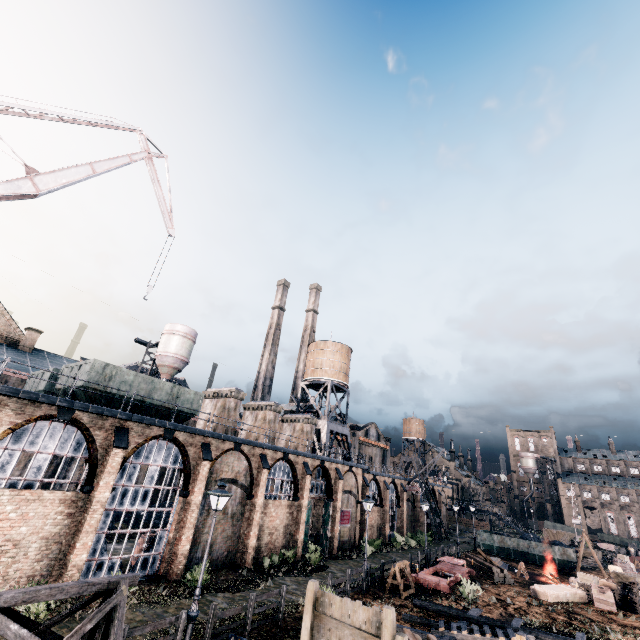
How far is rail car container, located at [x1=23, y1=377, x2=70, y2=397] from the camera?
20.1 meters

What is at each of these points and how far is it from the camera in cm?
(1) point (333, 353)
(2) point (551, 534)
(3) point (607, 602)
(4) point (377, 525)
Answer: (1) water tower, 4744
(2) wooden chest, 5103
(3) wooden crate, 2191
(4) building, 4225

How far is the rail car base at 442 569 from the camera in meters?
22.8 m

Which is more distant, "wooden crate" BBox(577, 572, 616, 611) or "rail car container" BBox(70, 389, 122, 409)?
"wooden crate" BBox(577, 572, 616, 611)

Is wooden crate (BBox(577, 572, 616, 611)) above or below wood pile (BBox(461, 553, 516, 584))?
above

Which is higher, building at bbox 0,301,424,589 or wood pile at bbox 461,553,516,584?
building at bbox 0,301,424,589

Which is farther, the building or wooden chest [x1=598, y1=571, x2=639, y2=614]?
wooden chest [x1=598, y1=571, x2=639, y2=614]

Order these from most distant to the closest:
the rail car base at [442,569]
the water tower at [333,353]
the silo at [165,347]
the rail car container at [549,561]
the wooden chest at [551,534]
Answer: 1. the wooden chest at [551,534]
2. the silo at [165,347]
3. the water tower at [333,353]
4. the rail car container at [549,561]
5. the rail car base at [442,569]
